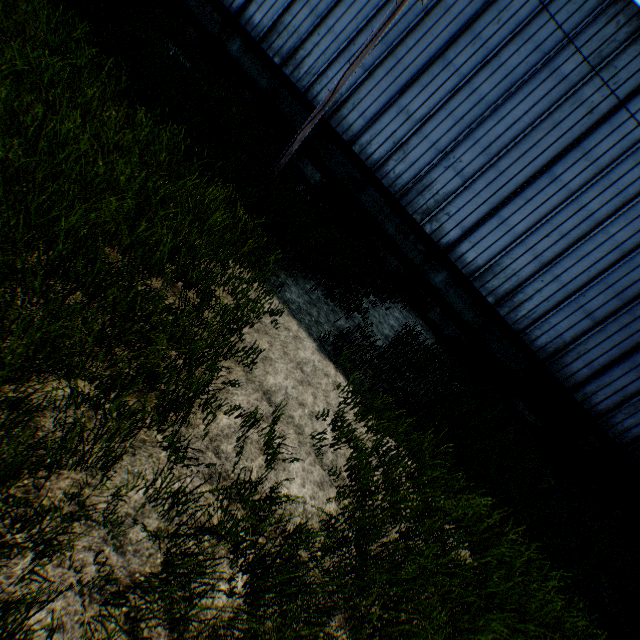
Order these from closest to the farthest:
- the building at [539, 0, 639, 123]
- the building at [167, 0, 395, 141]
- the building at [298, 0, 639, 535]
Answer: the building at [539, 0, 639, 123], the building at [298, 0, 639, 535], the building at [167, 0, 395, 141]

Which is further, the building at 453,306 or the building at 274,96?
the building at 274,96

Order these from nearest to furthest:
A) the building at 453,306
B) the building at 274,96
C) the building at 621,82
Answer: the building at 621,82 → the building at 453,306 → the building at 274,96

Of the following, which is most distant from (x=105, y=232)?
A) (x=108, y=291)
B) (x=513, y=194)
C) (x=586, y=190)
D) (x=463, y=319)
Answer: (x=586, y=190)

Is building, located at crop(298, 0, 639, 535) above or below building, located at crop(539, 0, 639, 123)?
below

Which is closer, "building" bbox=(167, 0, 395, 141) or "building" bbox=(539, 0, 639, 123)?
"building" bbox=(539, 0, 639, 123)
